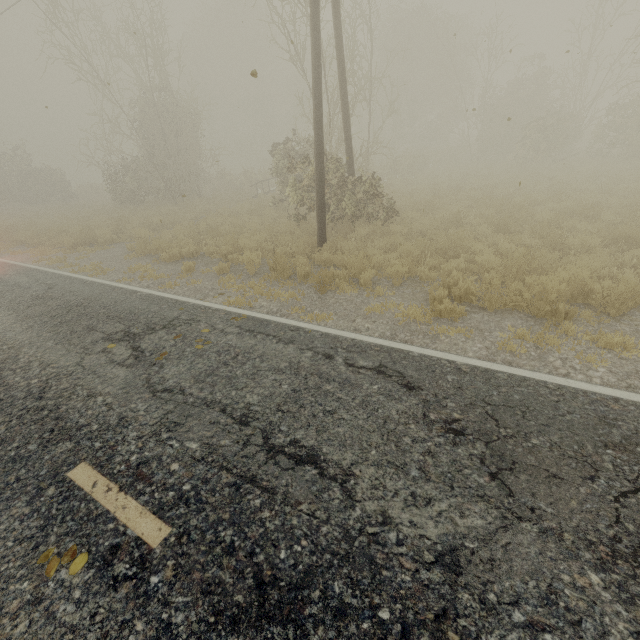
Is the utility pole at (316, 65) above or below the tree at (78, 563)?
above

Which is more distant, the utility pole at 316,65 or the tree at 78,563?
the utility pole at 316,65

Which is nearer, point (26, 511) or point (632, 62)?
point (26, 511)

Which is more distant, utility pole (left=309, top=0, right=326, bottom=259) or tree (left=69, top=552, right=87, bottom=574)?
utility pole (left=309, top=0, right=326, bottom=259)

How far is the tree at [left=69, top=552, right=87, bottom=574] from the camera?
2.53m

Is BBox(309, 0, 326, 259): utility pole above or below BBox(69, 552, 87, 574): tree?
above
